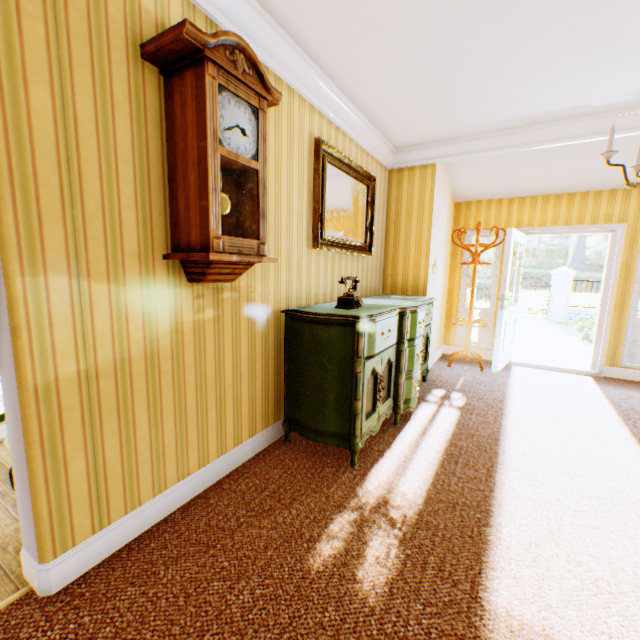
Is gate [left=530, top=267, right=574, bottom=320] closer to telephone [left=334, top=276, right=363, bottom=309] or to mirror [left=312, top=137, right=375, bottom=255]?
mirror [left=312, top=137, right=375, bottom=255]

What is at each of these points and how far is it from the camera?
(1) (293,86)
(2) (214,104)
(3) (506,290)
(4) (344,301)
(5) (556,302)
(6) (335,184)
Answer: (1) building, 2.6m
(2) wall clock, 1.6m
(3) door, 4.7m
(4) telephone, 2.7m
(5) gate, 15.1m
(6) mirror, 3.3m

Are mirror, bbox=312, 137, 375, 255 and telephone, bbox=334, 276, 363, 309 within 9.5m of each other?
yes

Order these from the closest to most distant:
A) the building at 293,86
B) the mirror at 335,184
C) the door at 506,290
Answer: the building at 293,86, the mirror at 335,184, the door at 506,290

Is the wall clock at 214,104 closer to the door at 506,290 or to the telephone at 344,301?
the telephone at 344,301

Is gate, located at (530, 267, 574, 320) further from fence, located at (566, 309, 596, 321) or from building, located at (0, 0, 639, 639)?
building, located at (0, 0, 639, 639)

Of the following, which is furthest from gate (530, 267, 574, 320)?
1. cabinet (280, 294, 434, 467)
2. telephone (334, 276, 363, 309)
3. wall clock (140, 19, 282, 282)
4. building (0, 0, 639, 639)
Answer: wall clock (140, 19, 282, 282)

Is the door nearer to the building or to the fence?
the building
